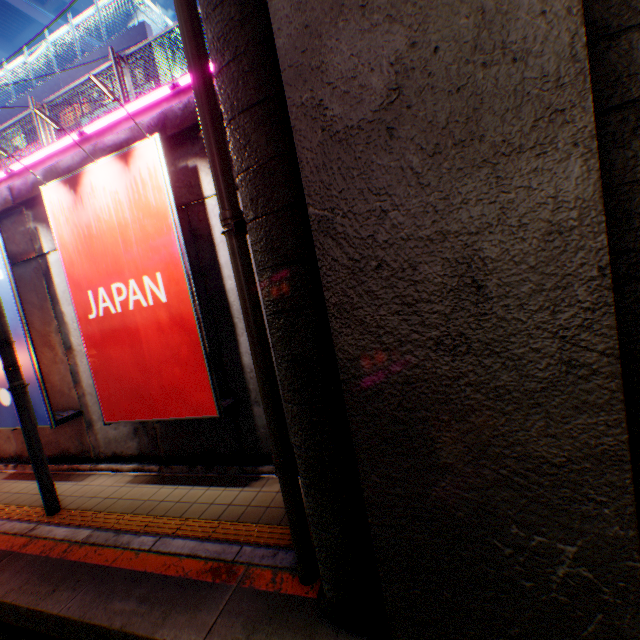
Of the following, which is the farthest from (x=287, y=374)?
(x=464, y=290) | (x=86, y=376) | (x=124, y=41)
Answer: (x=124, y=41)

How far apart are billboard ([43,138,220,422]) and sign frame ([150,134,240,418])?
0.00m

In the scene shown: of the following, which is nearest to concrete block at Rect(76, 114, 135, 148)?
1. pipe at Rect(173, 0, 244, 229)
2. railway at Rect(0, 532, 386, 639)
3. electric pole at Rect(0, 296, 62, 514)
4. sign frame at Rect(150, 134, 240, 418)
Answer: sign frame at Rect(150, 134, 240, 418)

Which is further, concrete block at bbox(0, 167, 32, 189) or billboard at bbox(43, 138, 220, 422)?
concrete block at bbox(0, 167, 32, 189)

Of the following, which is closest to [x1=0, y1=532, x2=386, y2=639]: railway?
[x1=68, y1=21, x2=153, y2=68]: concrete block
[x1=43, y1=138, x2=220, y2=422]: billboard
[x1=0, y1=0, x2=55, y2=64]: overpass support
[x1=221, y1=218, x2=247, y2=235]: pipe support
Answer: [x1=0, y1=0, x2=55, y2=64]: overpass support

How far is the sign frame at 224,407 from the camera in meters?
4.8 m

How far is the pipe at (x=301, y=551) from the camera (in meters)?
3.33

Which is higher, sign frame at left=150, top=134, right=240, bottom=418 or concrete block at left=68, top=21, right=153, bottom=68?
concrete block at left=68, top=21, right=153, bottom=68
